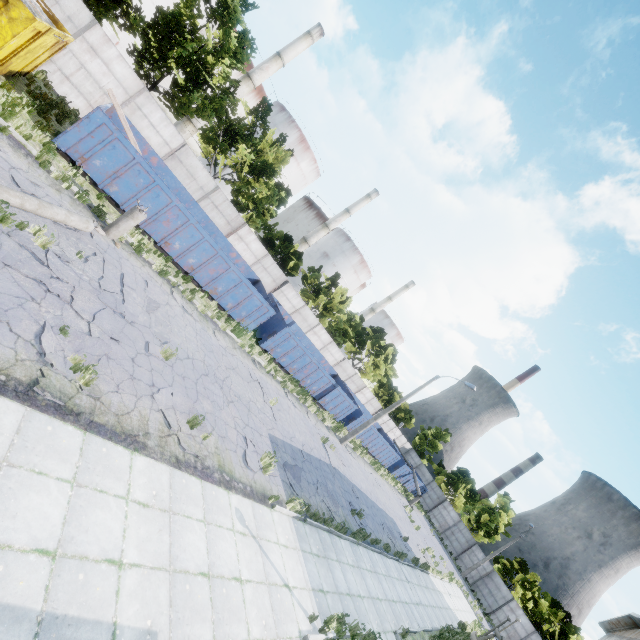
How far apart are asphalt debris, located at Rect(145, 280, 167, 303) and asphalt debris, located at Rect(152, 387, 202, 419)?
4.1m

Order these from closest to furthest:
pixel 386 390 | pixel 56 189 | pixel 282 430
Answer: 1. pixel 56 189
2. pixel 282 430
3. pixel 386 390

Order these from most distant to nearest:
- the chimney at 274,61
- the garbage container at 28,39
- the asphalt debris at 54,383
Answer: the chimney at 274,61 < the garbage container at 28,39 < the asphalt debris at 54,383

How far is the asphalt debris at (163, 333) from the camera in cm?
1004

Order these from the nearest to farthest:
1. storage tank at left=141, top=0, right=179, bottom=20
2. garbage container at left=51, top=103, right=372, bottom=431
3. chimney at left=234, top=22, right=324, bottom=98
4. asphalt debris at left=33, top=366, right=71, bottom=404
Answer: asphalt debris at left=33, top=366, right=71, bottom=404, garbage container at left=51, top=103, right=372, bottom=431, storage tank at left=141, top=0, right=179, bottom=20, chimney at left=234, top=22, right=324, bottom=98

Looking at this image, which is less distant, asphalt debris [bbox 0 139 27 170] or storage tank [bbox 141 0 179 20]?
asphalt debris [bbox 0 139 27 170]

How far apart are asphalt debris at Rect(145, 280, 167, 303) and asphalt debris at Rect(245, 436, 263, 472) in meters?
5.7 m

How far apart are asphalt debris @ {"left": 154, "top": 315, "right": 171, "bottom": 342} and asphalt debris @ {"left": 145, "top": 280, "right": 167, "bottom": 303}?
1.1 meters
